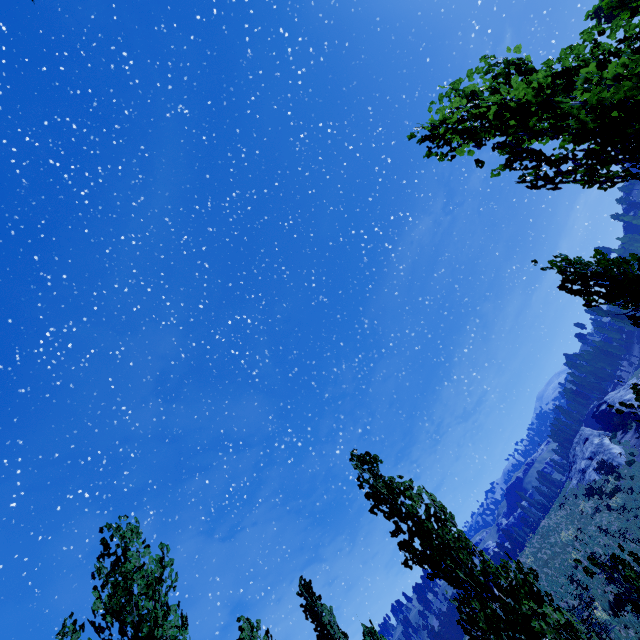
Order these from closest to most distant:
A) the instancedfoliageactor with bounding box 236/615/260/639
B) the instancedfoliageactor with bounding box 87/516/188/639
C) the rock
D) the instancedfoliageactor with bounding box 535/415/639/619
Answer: the instancedfoliageactor with bounding box 535/415/639/619 → the instancedfoliageactor with bounding box 87/516/188/639 → the instancedfoliageactor with bounding box 236/615/260/639 → the rock

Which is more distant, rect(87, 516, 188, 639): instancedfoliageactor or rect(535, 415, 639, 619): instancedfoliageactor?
rect(87, 516, 188, 639): instancedfoliageactor

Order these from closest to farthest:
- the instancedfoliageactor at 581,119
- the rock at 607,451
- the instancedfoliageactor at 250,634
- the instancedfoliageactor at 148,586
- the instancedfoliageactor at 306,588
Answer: the instancedfoliageactor at 581,119
the instancedfoliageactor at 148,586
the instancedfoliageactor at 250,634
the instancedfoliageactor at 306,588
the rock at 607,451

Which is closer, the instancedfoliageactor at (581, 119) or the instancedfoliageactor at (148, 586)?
the instancedfoliageactor at (581, 119)

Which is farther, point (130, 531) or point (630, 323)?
point (130, 531)
